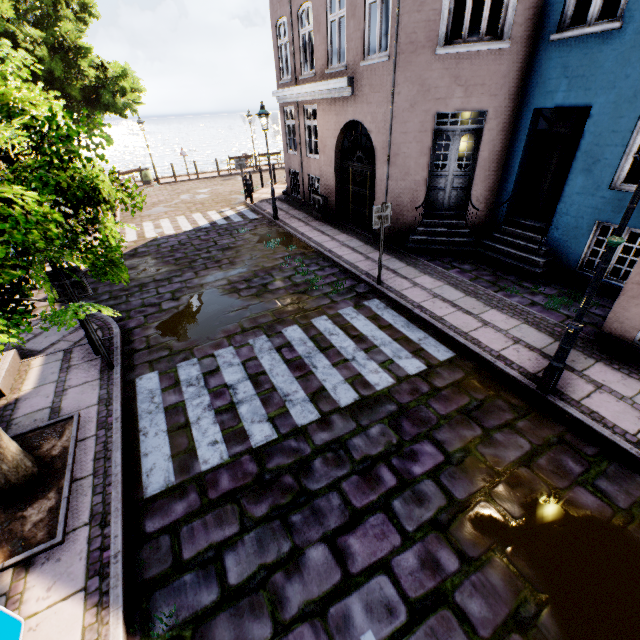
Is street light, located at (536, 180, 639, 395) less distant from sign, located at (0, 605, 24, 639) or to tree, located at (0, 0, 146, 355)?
tree, located at (0, 0, 146, 355)

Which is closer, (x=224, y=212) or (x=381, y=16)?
(x=381, y=16)

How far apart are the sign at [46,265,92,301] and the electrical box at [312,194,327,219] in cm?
920

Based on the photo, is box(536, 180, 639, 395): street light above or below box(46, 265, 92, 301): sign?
below

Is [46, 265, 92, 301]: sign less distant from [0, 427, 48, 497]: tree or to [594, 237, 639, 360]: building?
[0, 427, 48, 497]: tree

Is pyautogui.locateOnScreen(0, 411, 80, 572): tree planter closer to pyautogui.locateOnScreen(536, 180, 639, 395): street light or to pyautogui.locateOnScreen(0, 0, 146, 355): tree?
pyautogui.locateOnScreen(0, 0, 146, 355): tree

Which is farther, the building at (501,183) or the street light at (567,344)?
the building at (501,183)

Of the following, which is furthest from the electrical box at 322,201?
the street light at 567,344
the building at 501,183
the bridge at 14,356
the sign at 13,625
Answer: the sign at 13,625
